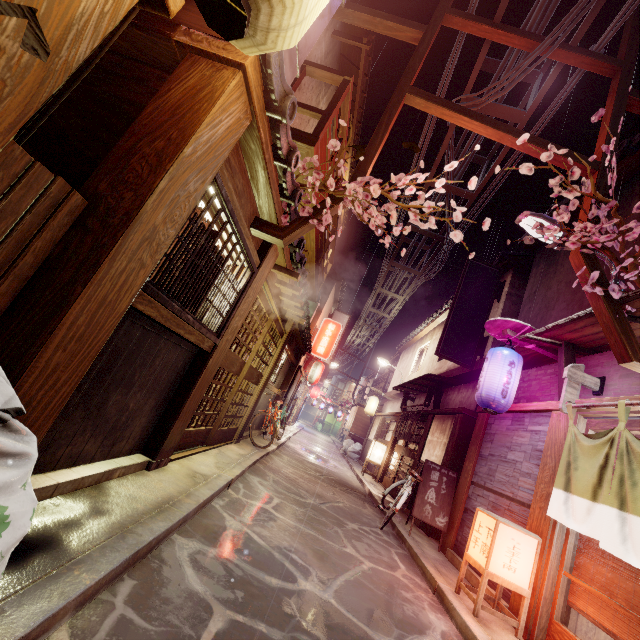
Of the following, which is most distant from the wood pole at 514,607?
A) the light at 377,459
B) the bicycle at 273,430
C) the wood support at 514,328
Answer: the light at 377,459

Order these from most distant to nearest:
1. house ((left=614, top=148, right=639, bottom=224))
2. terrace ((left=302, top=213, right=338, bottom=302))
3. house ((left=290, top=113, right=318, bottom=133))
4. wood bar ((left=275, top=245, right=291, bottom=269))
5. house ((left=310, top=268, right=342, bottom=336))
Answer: house ((left=310, top=268, right=342, bottom=336)) → terrace ((left=302, top=213, right=338, bottom=302)) → house ((left=290, top=113, right=318, bottom=133)) → house ((left=614, top=148, right=639, bottom=224)) → wood bar ((left=275, top=245, right=291, bottom=269))

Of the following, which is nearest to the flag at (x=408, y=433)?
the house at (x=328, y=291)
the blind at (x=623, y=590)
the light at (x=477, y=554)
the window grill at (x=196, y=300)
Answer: the house at (x=328, y=291)

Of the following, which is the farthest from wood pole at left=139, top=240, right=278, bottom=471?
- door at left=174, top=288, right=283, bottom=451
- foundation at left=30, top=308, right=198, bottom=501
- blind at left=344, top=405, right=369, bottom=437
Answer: blind at left=344, top=405, right=369, bottom=437

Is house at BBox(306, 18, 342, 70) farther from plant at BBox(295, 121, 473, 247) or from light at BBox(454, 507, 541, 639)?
light at BBox(454, 507, 541, 639)

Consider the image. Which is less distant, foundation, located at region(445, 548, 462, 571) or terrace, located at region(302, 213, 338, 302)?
foundation, located at region(445, 548, 462, 571)

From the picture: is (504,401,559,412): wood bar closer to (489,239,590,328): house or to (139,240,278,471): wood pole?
(489,239,590,328): house

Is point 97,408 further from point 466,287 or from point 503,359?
point 466,287
